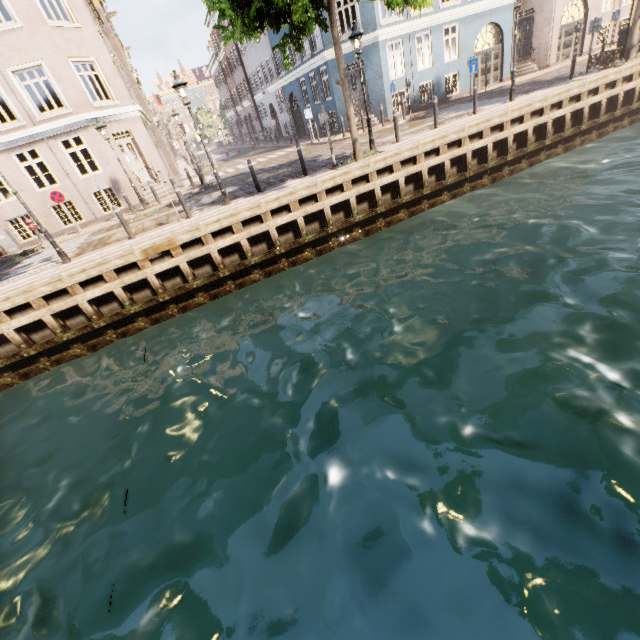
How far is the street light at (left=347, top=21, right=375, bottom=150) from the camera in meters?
10.5

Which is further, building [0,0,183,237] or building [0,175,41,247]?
building [0,175,41,247]

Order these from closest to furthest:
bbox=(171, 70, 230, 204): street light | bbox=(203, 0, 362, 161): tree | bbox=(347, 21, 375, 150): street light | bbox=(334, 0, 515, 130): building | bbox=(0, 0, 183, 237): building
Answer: bbox=(203, 0, 362, 161): tree → bbox=(171, 70, 230, 204): street light → bbox=(347, 21, 375, 150): street light → bbox=(0, 0, 183, 237): building → bbox=(334, 0, 515, 130): building

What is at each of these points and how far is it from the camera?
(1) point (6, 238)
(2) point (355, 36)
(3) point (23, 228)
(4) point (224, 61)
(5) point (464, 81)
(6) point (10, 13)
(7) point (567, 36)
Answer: (1) electrical box, 15.47m
(2) street light, 10.49m
(3) building, 15.92m
(4) building, 42.03m
(5) building, 21.02m
(6) building, 12.88m
(7) building, 21.56m

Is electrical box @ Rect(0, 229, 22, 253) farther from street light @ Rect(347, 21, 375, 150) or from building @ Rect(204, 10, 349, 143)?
street light @ Rect(347, 21, 375, 150)

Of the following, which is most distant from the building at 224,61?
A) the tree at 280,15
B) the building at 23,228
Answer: the building at 23,228

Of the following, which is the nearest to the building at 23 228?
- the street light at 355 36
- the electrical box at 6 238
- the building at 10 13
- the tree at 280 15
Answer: the tree at 280 15

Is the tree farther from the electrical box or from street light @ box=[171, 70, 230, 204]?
the electrical box
